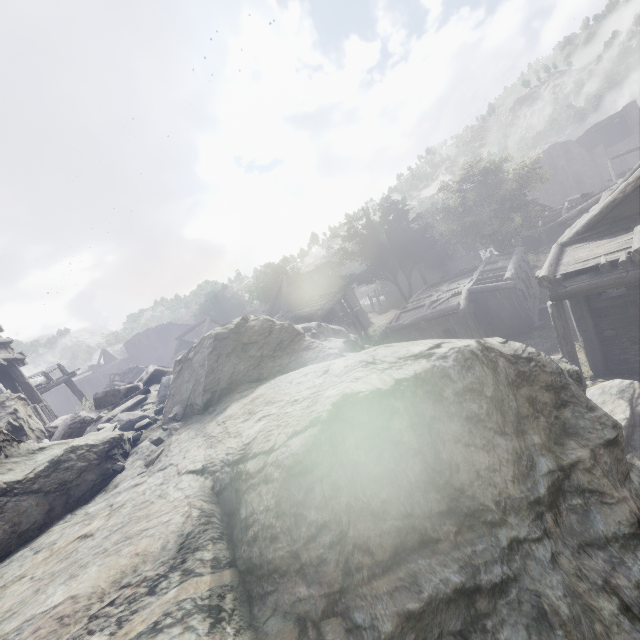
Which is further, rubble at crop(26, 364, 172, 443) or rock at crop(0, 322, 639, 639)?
rubble at crop(26, 364, 172, 443)

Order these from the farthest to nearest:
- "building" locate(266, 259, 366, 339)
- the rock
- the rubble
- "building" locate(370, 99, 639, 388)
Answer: "building" locate(266, 259, 366, 339)
"building" locate(370, 99, 639, 388)
the rubble
the rock

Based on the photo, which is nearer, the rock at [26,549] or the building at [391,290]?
the rock at [26,549]

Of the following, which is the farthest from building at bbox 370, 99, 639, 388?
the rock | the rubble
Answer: the rubble

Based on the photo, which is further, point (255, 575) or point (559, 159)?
point (559, 159)

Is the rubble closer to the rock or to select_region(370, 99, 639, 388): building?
the rock

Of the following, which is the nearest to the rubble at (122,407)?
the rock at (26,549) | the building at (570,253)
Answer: the rock at (26,549)
